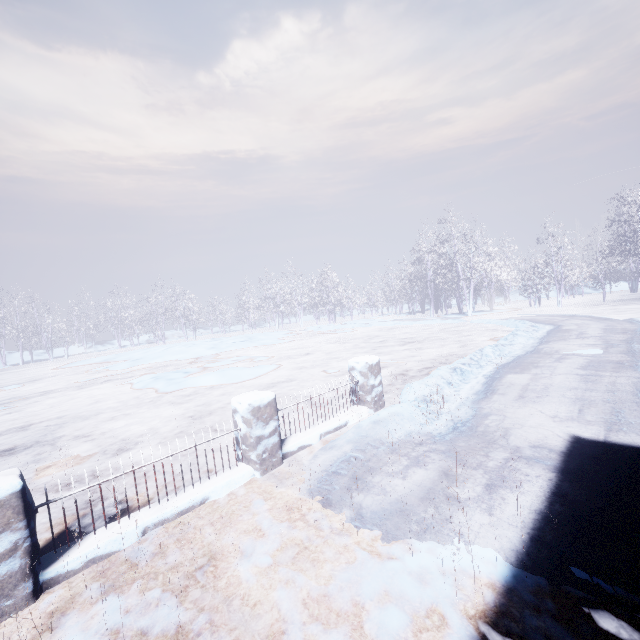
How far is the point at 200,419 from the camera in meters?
6.7
